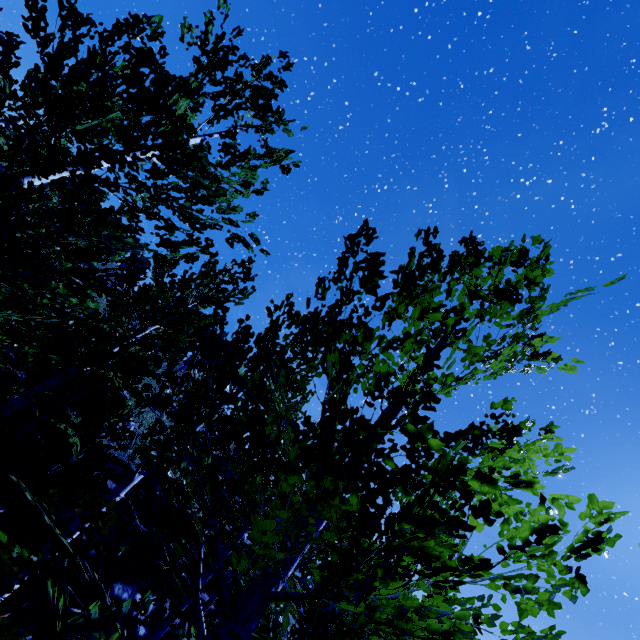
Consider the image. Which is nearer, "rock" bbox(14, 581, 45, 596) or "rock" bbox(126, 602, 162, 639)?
"rock" bbox(14, 581, 45, 596)

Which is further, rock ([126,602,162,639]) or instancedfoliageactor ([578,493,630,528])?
rock ([126,602,162,639])

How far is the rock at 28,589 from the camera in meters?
7.2

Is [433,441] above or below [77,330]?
above

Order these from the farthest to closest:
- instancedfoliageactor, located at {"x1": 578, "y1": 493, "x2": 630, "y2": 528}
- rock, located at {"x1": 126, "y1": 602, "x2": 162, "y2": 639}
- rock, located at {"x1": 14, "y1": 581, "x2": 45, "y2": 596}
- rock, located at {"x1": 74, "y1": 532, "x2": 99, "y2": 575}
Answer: rock, located at {"x1": 126, "y1": 602, "x2": 162, "y2": 639} → rock, located at {"x1": 74, "y1": 532, "x2": 99, "y2": 575} → rock, located at {"x1": 14, "y1": 581, "x2": 45, "y2": 596} → instancedfoliageactor, located at {"x1": 578, "y1": 493, "x2": 630, "y2": 528}

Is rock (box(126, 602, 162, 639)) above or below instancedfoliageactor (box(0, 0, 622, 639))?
below
